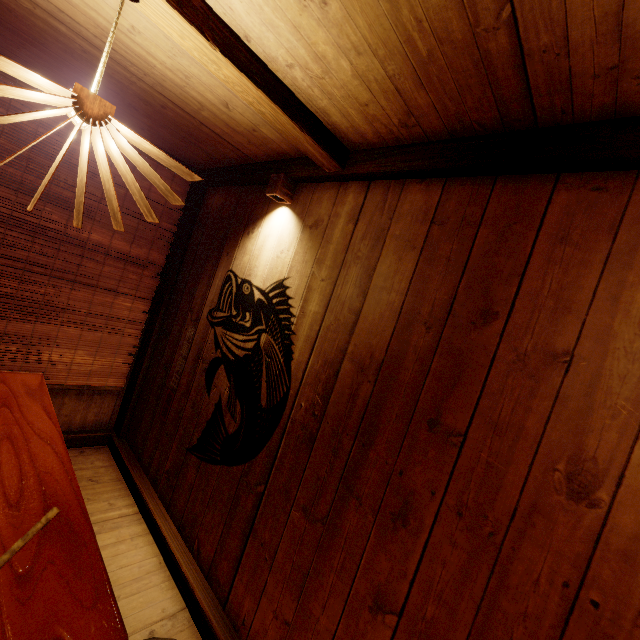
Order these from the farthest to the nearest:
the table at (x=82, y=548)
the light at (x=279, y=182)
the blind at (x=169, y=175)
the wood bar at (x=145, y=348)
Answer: the wood bar at (x=145, y=348), the blind at (x=169, y=175), the light at (x=279, y=182), the table at (x=82, y=548)

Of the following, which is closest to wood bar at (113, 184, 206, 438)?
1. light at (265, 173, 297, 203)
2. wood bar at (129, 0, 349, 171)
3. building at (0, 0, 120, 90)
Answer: building at (0, 0, 120, 90)

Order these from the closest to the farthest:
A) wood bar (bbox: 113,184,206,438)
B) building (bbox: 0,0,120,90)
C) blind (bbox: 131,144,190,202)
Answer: building (bbox: 0,0,120,90) < blind (bbox: 131,144,190,202) < wood bar (bbox: 113,184,206,438)

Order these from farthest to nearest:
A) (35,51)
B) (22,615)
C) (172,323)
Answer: (172,323), (35,51), (22,615)

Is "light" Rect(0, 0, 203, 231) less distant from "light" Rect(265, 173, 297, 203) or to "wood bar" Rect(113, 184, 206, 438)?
"light" Rect(265, 173, 297, 203)

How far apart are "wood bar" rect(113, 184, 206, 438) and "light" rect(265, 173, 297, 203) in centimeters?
227cm

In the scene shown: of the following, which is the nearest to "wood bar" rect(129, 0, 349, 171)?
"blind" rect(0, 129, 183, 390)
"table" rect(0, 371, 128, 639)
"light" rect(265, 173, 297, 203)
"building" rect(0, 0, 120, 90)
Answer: "building" rect(0, 0, 120, 90)

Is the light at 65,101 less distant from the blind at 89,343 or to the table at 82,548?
the table at 82,548
